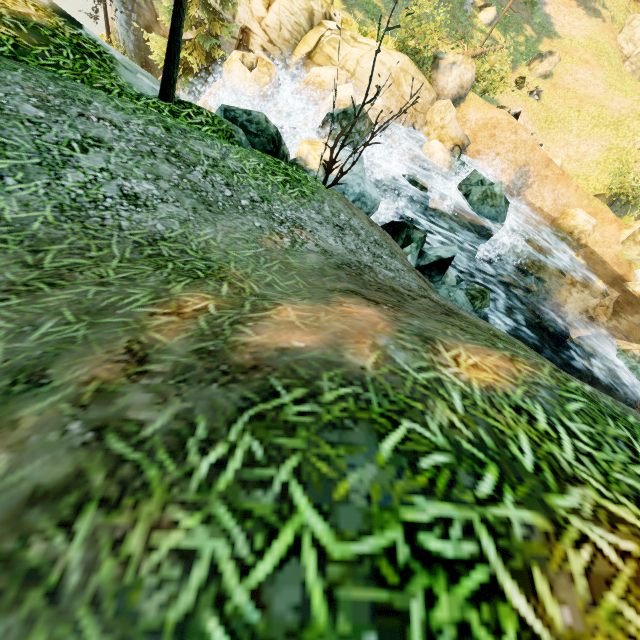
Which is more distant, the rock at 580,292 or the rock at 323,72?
the rock at 580,292

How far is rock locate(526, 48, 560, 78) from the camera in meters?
21.1 m

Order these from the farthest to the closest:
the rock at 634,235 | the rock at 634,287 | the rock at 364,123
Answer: the rock at 634,235 → the rock at 634,287 → the rock at 364,123

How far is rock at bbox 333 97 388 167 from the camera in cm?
865

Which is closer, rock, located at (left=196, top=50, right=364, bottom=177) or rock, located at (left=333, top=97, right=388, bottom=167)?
rock, located at (left=196, top=50, right=364, bottom=177)

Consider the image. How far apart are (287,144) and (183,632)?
13.7 meters

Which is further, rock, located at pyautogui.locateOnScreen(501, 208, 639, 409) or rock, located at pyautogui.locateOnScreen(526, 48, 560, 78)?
rock, located at pyautogui.locateOnScreen(526, 48, 560, 78)
